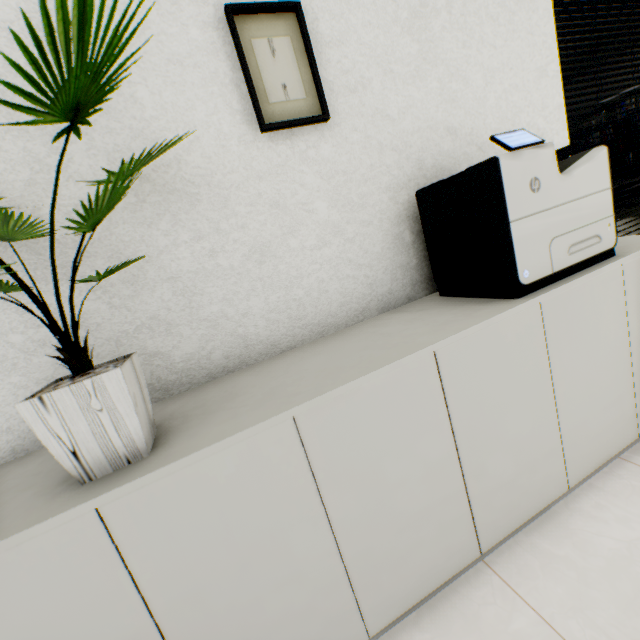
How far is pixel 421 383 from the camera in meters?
0.9

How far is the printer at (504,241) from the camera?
1.01m

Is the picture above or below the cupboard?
above

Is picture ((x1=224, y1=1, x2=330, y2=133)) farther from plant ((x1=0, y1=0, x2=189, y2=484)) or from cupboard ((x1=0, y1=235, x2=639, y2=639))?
cupboard ((x1=0, y1=235, x2=639, y2=639))

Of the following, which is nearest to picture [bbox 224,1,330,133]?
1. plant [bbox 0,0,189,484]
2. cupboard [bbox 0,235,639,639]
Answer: plant [bbox 0,0,189,484]

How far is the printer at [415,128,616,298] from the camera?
1.0m

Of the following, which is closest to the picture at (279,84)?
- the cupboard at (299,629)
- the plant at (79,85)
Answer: the plant at (79,85)

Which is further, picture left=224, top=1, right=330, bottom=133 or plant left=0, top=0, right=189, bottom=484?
picture left=224, top=1, right=330, bottom=133
